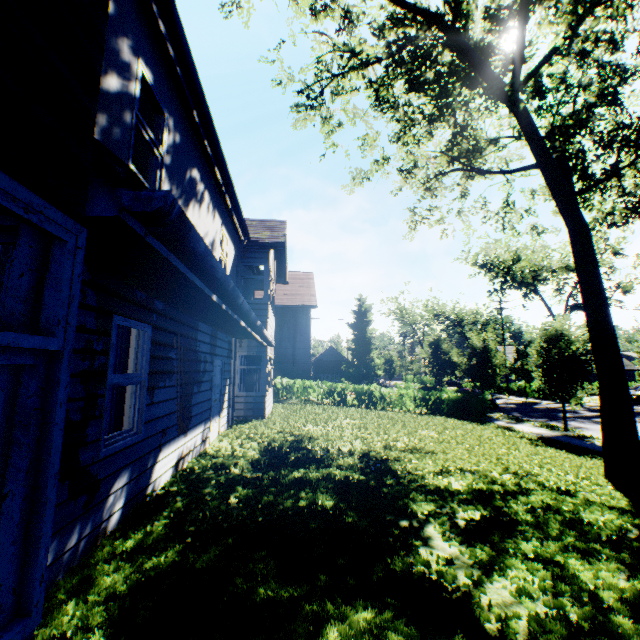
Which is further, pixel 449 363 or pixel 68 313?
pixel 449 363

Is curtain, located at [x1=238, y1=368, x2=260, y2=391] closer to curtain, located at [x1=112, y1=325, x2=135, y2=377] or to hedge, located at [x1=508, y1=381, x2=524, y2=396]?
curtain, located at [x1=112, y1=325, x2=135, y2=377]

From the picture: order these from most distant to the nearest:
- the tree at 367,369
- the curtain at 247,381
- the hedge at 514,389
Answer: the tree at 367,369 → the hedge at 514,389 → the curtain at 247,381

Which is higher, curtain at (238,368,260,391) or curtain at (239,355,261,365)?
curtain at (239,355,261,365)

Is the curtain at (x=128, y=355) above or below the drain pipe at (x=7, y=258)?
below

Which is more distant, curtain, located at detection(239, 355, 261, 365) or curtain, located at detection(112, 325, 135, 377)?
curtain, located at detection(239, 355, 261, 365)

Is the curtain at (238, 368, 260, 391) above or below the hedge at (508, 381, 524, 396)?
above

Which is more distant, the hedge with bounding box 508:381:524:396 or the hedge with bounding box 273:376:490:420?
the hedge with bounding box 508:381:524:396
